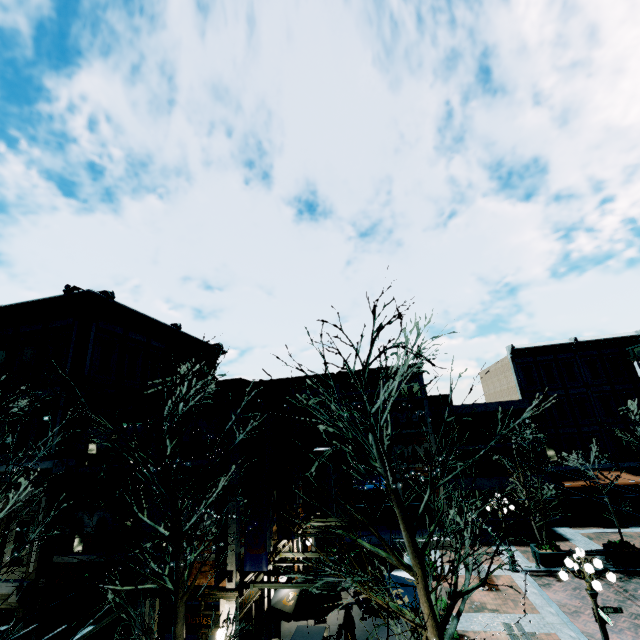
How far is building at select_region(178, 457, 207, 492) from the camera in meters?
11.1

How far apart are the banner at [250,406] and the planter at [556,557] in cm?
1611

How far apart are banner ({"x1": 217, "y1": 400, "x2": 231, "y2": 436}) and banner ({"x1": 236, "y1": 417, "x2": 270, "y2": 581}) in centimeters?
8cm

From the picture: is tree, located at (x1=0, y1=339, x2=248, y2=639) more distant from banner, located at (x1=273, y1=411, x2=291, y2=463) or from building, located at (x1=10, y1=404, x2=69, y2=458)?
banner, located at (x1=273, y1=411, x2=291, y2=463)

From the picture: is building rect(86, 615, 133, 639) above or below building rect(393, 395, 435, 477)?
below

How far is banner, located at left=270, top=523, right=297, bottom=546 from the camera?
12.6 meters

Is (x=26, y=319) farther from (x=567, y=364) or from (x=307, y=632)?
(x=567, y=364)

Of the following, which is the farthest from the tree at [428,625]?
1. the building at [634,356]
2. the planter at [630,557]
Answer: the building at [634,356]
